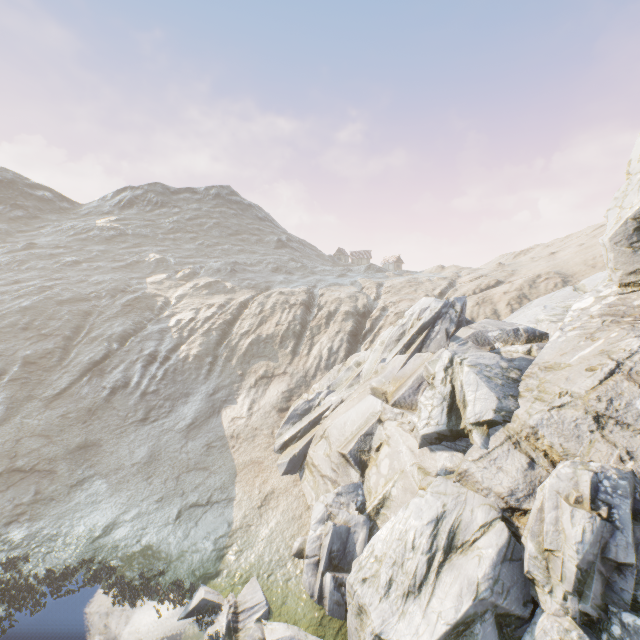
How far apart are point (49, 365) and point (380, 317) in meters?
34.8

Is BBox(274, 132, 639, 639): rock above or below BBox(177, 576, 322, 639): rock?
above

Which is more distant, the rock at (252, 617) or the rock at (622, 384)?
the rock at (252, 617)

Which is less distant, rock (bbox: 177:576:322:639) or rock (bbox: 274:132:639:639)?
rock (bbox: 274:132:639:639)

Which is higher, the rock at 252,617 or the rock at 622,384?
the rock at 622,384
